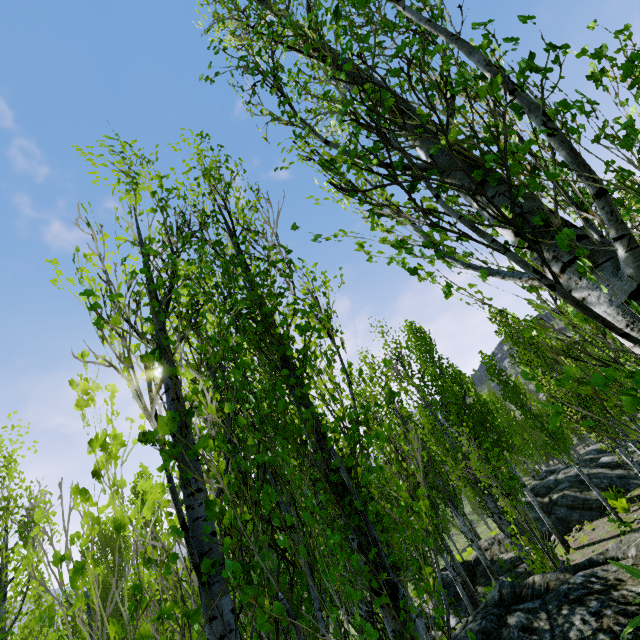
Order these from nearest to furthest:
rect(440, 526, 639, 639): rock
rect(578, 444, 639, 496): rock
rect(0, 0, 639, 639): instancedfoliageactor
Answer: rect(0, 0, 639, 639): instancedfoliageactor
rect(440, 526, 639, 639): rock
rect(578, 444, 639, 496): rock

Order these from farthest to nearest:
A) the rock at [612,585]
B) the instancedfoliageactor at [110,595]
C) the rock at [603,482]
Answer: the rock at [603,482] → the rock at [612,585] → the instancedfoliageactor at [110,595]

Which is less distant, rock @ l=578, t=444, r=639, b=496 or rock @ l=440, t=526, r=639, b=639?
rock @ l=440, t=526, r=639, b=639

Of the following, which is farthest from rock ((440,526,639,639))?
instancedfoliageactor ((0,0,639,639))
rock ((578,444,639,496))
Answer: rock ((578,444,639,496))

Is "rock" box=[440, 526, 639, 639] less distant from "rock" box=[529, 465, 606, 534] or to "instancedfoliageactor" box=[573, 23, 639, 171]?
"instancedfoliageactor" box=[573, 23, 639, 171]

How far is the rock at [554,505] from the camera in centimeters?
1471cm

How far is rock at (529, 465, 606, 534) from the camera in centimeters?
1471cm

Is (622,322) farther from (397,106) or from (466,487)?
(466,487)
